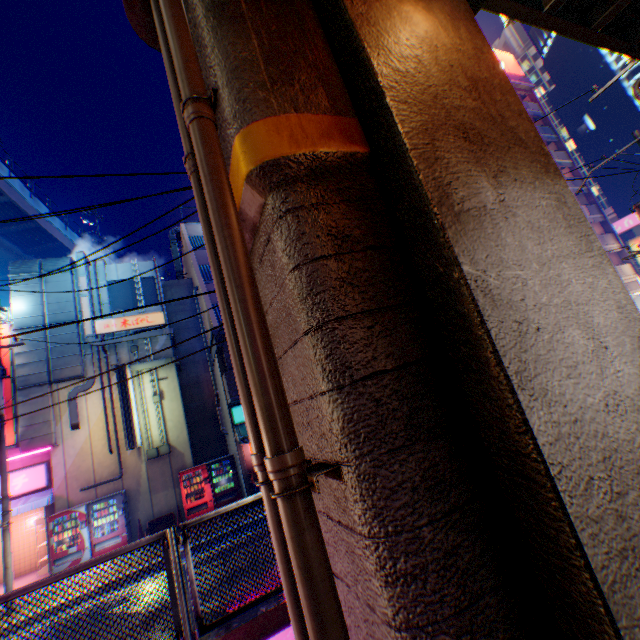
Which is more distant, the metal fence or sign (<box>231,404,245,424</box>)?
sign (<box>231,404,245,424</box>)

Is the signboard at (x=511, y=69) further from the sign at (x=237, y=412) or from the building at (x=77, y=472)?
the sign at (x=237, y=412)

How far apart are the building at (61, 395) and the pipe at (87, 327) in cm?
0

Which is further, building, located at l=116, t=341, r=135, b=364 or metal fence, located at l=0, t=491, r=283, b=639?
building, located at l=116, t=341, r=135, b=364

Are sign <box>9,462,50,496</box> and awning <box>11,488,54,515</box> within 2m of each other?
yes

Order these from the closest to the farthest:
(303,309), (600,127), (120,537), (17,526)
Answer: (303,309) < (120,537) < (17,526) < (600,127)

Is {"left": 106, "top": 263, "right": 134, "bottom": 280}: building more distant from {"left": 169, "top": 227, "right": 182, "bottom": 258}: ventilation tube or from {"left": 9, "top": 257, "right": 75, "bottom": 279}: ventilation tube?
{"left": 169, "top": 227, "right": 182, "bottom": 258}: ventilation tube

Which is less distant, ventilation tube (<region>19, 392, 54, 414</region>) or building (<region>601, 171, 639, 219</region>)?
ventilation tube (<region>19, 392, 54, 414</region>)
